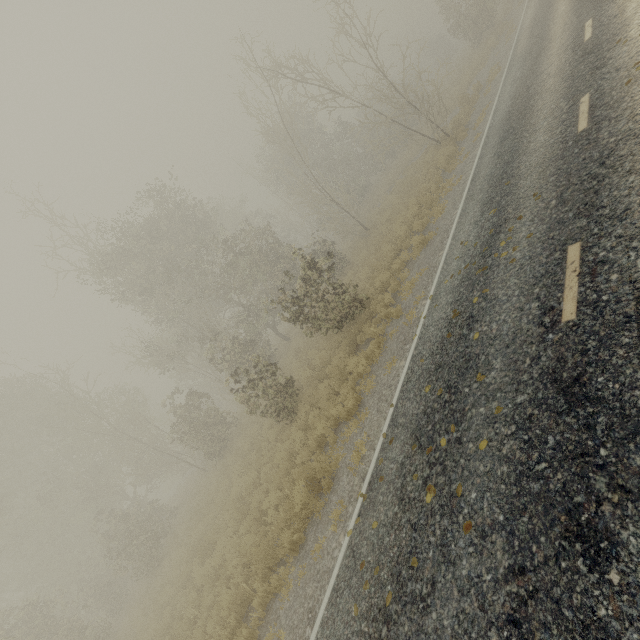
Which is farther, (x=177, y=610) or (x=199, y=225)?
(x=199, y=225)
